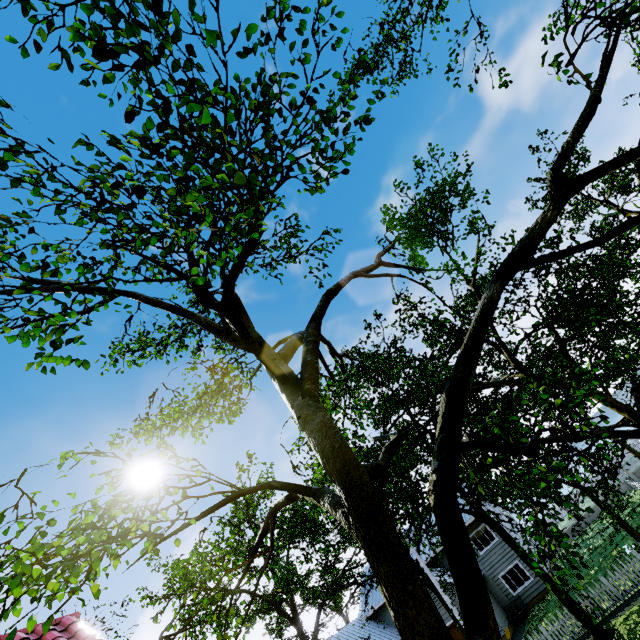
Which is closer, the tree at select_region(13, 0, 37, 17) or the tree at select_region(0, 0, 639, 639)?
the tree at select_region(13, 0, 37, 17)

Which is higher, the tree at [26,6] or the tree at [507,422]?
the tree at [26,6]

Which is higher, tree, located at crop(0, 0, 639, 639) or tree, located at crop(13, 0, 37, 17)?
tree, located at crop(13, 0, 37, 17)

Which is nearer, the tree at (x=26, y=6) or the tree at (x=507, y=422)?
the tree at (x=26, y=6)

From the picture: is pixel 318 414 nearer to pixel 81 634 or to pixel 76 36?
pixel 76 36
